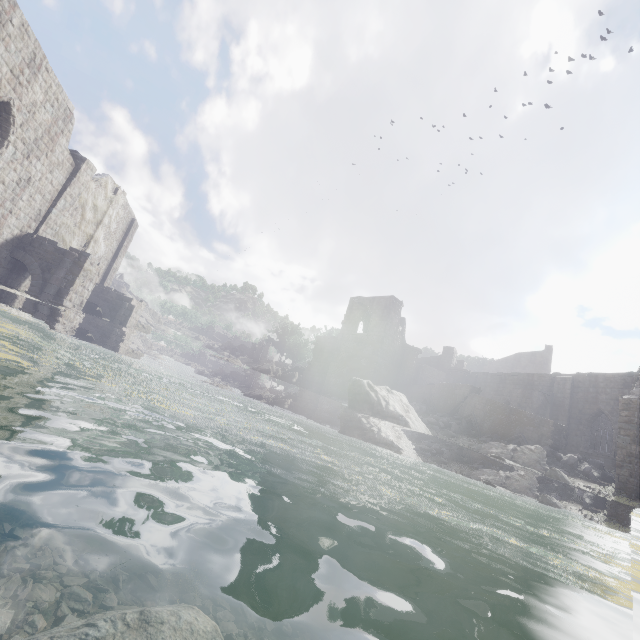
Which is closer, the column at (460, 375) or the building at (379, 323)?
the building at (379, 323)

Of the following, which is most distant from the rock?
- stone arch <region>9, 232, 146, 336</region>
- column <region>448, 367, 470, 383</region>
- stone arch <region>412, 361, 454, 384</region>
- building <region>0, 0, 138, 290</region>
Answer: stone arch <region>9, 232, 146, 336</region>

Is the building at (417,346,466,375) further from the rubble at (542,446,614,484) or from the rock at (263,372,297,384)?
the rock at (263,372,297,384)

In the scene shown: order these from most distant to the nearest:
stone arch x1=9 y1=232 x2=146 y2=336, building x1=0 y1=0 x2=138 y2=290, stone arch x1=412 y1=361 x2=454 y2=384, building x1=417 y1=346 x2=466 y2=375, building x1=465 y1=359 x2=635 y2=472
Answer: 1. building x1=417 y1=346 x2=466 y2=375
2. stone arch x1=412 y1=361 x2=454 y2=384
3. building x1=465 y1=359 x2=635 y2=472
4. stone arch x1=9 y1=232 x2=146 y2=336
5. building x1=0 y1=0 x2=138 y2=290

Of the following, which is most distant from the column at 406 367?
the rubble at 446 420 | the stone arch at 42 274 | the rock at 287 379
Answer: the stone arch at 42 274

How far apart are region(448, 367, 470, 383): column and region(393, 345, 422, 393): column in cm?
470

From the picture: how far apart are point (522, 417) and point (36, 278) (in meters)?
27.40

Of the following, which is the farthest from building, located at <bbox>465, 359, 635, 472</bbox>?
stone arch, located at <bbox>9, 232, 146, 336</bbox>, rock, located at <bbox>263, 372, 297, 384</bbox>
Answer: rock, located at <bbox>263, 372, 297, 384</bbox>
